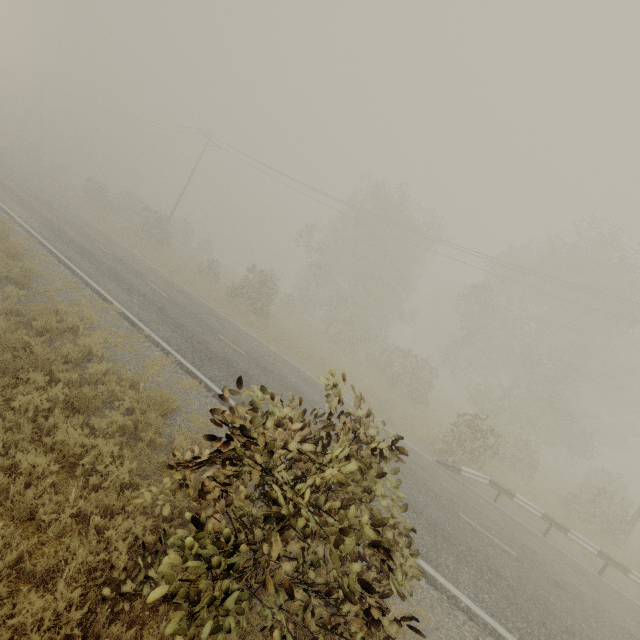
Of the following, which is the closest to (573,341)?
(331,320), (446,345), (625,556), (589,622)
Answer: (625,556)

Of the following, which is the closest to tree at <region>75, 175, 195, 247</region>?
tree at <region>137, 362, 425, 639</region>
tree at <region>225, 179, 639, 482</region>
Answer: tree at <region>137, 362, 425, 639</region>

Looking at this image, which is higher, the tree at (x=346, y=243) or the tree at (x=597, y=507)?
the tree at (x=346, y=243)

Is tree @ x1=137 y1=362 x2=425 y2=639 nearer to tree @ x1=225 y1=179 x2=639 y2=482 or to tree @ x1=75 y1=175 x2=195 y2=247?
tree @ x1=75 y1=175 x2=195 y2=247

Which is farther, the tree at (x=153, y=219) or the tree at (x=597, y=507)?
the tree at (x=153, y=219)

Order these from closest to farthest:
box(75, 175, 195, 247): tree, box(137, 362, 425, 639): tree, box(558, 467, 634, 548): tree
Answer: box(137, 362, 425, 639): tree < box(558, 467, 634, 548): tree < box(75, 175, 195, 247): tree
